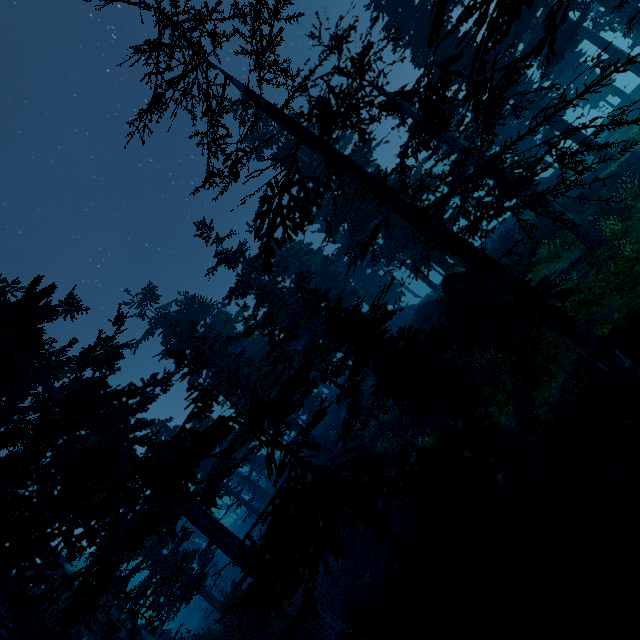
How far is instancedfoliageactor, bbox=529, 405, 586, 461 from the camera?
11.51m

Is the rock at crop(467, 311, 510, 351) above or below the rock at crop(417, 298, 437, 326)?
below

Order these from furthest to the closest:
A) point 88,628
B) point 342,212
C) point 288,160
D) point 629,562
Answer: point 342,212
point 288,160
point 88,628
point 629,562

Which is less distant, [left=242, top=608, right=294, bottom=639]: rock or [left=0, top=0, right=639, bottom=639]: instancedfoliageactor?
[left=0, top=0, right=639, bottom=639]: instancedfoliageactor

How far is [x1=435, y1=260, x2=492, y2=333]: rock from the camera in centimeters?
1727cm

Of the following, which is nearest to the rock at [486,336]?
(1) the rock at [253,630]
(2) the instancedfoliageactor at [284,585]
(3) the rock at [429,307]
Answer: (2) the instancedfoliageactor at [284,585]

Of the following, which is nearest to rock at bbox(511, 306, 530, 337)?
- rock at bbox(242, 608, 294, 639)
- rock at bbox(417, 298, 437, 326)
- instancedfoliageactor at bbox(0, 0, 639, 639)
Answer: instancedfoliageactor at bbox(0, 0, 639, 639)
